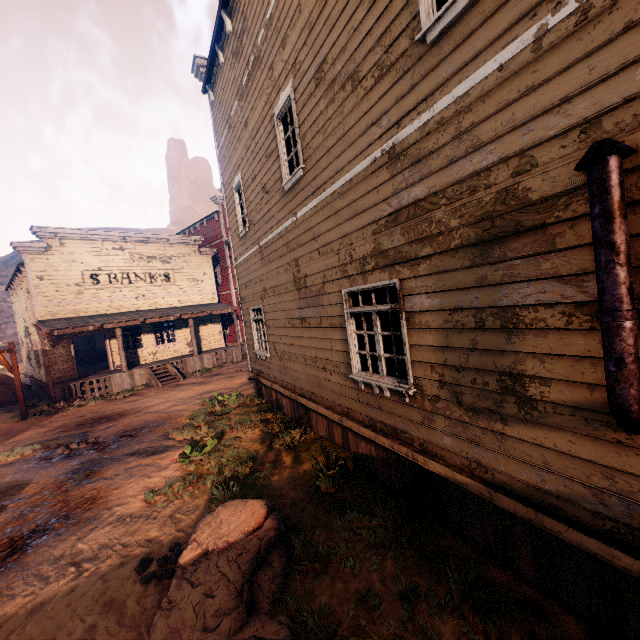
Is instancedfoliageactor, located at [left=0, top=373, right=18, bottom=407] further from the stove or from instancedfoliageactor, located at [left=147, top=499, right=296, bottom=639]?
the stove

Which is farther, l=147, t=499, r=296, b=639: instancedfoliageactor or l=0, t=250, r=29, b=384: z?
l=0, t=250, r=29, b=384: z

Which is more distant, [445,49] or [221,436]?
[221,436]

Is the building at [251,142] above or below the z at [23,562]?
above

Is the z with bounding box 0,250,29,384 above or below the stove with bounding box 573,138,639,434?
above

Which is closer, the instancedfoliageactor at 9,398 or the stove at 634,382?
the stove at 634,382

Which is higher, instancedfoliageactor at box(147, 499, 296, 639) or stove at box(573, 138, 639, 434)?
stove at box(573, 138, 639, 434)

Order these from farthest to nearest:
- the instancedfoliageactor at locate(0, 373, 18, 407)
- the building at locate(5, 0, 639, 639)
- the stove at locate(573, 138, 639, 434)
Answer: the instancedfoliageactor at locate(0, 373, 18, 407)
the building at locate(5, 0, 639, 639)
the stove at locate(573, 138, 639, 434)
